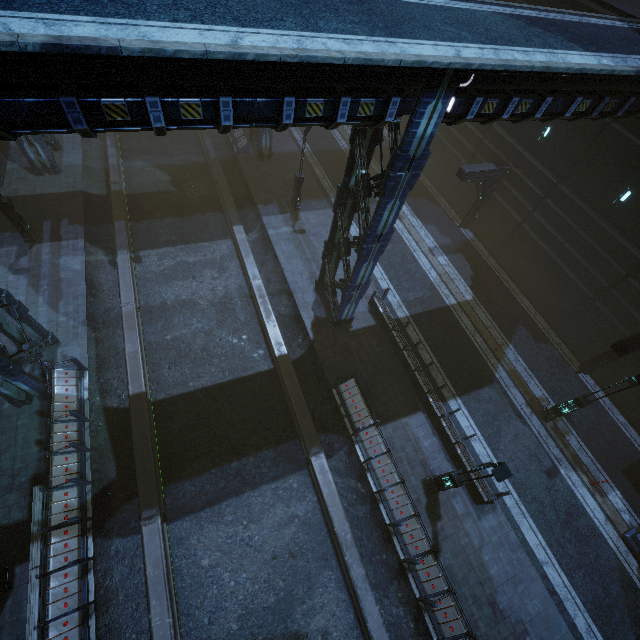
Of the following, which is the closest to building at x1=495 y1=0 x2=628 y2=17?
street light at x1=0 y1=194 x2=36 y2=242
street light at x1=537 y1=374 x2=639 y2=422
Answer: street light at x1=537 y1=374 x2=639 y2=422

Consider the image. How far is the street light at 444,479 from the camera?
8.8 meters

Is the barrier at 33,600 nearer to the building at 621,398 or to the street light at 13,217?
the building at 621,398

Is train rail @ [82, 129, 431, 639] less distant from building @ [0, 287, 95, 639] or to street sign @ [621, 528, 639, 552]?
building @ [0, 287, 95, 639]

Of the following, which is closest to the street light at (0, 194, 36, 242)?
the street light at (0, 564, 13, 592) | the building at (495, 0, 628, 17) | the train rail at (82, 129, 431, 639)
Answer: the train rail at (82, 129, 431, 639)

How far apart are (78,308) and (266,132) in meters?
16.5

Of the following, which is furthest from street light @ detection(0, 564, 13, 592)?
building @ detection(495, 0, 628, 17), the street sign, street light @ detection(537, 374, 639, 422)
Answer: the street sign

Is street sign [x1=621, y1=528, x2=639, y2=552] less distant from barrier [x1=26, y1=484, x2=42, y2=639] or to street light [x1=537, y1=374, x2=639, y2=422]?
street light [x1=537, y1=374, x2=639, y2=422]
